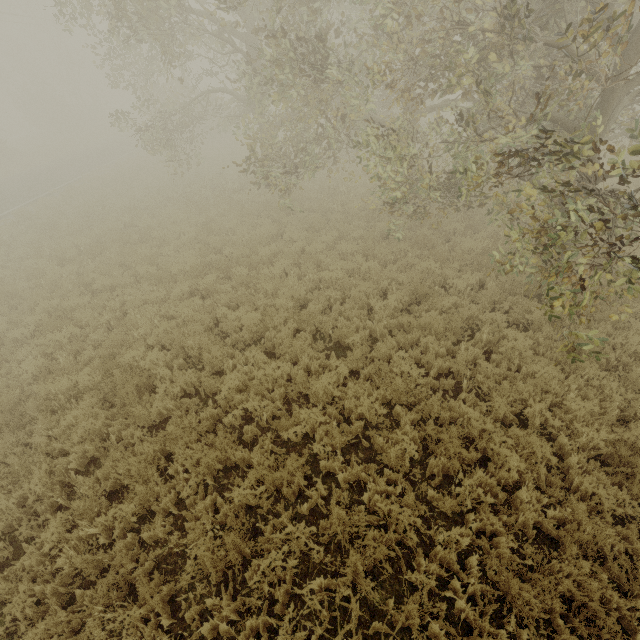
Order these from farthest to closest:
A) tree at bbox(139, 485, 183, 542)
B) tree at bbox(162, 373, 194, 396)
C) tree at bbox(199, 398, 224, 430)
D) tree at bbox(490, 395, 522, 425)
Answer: tree at bbox(162, 373, 194, 396)
tree at bbox(199, 398, 224, 430)
tree at bbox(490, 395, 522, 425)
tree at bbox(139, 485, 183, 542)

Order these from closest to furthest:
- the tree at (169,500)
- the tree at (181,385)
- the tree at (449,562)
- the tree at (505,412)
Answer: the tree at (449,562) → the tree at (169,500) → the tree at (505,412) → the tree at (181,385)

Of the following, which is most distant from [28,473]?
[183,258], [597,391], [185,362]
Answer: [597,391]

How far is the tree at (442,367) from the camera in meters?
6.2 m

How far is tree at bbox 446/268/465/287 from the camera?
8.34m

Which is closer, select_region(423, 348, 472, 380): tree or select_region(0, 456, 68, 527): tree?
select_region(0, 456, 68, 527): tree
